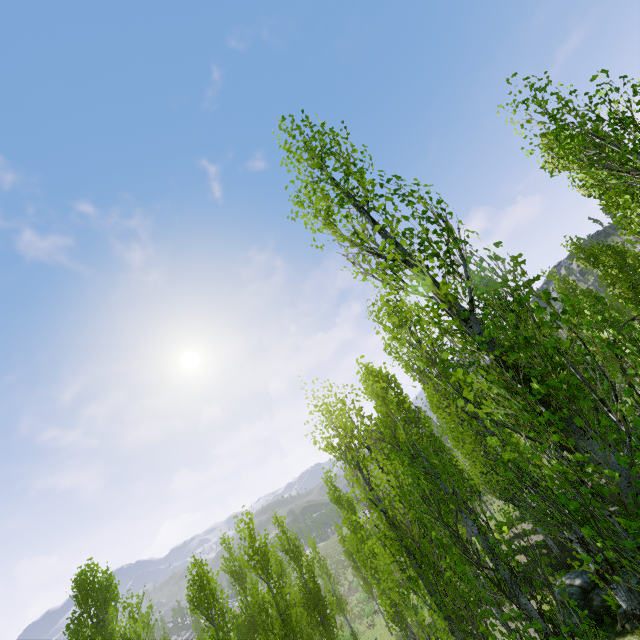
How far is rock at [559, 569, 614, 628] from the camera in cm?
1020

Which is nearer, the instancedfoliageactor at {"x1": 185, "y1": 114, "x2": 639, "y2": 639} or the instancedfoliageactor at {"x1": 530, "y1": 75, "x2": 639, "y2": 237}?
the instancedfoliageactor at {"x1": 185, "y1": 114, "x2": 639, "y2": 639}

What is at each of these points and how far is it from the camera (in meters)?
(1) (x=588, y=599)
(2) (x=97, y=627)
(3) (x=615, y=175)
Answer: (1) rock, 10.78
(2) instancedfoliageactor, 16.27
(3) instancedfoliageactor, 4.72

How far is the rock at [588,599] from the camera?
10.2m

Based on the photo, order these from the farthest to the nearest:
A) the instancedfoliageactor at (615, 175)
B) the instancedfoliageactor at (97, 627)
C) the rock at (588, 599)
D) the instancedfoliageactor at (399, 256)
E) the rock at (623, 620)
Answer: the instancedfoliageactor at (97, 627), the rock at (588, 599), the rock at (623, 620), the instancedfoliageactor at (615, 175), the instancedfoliageactor at (399, 256)

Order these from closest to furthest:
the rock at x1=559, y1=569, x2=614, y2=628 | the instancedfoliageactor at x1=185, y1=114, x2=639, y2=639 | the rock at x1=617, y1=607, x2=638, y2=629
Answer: the instancedfoliageactor at x1=185, y1=114, x2=639, y2=639
the rock at x1=617, y1=607, x2=638, y2=629
the rock at x1=559, y1=569, x2=614, y2=628

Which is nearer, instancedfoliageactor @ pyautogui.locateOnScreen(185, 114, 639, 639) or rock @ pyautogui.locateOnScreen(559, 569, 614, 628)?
instancedfoliageactor @ pyautogui.locateOnScreen(185, 114, 639, 639)
